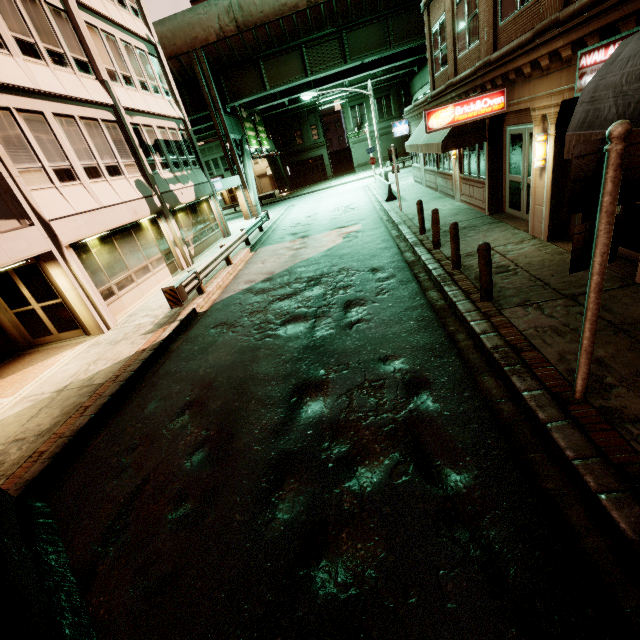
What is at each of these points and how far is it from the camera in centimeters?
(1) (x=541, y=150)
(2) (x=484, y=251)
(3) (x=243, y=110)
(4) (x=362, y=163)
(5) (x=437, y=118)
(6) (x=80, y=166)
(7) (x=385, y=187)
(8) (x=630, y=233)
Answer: (1) wall light, 791cm
(2) bollard, 627cm
(3) sign, 2991cm
(4) building, 4612cm
(5) sign, 943cm
(6) building, 1171cm
(7) barrier, 2031cm
(8) building, 652cm

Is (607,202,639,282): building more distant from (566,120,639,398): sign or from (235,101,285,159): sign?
(235,101,285,159): sign

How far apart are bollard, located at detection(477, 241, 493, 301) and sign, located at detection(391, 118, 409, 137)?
19.8m

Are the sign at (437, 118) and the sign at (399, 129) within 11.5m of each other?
no

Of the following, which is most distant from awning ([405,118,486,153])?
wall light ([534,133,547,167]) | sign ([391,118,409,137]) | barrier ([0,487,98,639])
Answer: barrier ([0,487,98,639])

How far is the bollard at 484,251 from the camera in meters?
6.3 m

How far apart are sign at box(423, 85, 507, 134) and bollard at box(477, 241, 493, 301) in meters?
5.2

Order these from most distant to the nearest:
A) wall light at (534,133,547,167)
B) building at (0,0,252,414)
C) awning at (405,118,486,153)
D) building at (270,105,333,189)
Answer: building at (270,105,333,189) → awning at (405,118,486,153) → building at (0,0,252,414) → wall light at (534,133,547,167)
